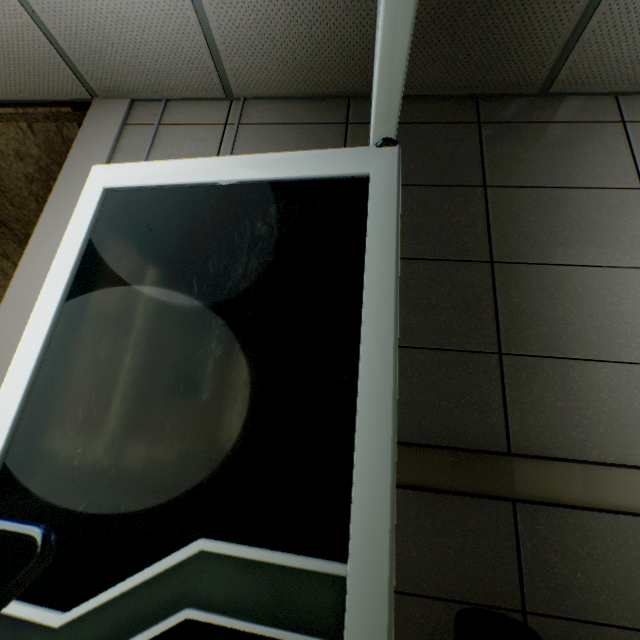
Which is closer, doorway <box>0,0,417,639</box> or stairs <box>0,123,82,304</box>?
doorway <box>0,0,417,639</box>

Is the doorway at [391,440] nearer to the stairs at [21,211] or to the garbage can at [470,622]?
the garbage can at [470,622]

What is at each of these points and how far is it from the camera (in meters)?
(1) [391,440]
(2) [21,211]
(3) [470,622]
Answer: (1) doorway, 0.65
(2) stairs, 2.93
(3) garbage can, 1.08

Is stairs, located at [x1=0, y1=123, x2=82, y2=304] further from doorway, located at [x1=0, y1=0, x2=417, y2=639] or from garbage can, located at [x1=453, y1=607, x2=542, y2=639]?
garbage can, located at [x1=453, y1=607, x2=542, y2=639]

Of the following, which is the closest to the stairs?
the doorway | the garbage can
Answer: the doorway

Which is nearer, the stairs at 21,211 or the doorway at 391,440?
the doorway at 391,440
